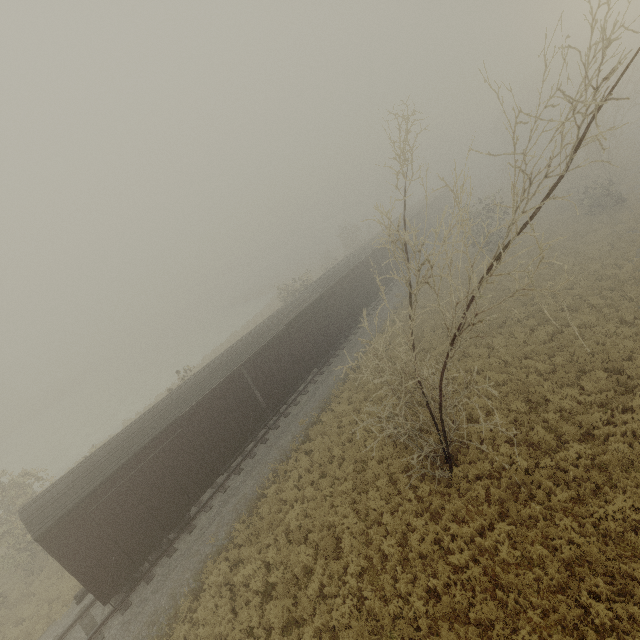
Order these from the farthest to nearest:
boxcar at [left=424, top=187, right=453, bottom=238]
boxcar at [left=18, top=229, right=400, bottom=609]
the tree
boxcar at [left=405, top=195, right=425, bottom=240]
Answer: the tree < boxcar at [left=424, top=187, right=453, bottom=238] < boxcar at [left=405, top=195, right=425, bottom=240] < boxcar at [left=18, top=229, right=400, bottom=609]

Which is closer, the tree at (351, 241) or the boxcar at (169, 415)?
the boxcar at (169, 415)

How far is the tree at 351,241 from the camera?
49.3 meters

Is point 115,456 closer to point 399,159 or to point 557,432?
point 399,159

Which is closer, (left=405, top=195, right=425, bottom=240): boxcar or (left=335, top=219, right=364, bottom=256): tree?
(left=405, top=195, right=425, bottom=240): boxcar

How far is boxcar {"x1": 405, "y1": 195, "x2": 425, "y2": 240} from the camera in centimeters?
3628cm
